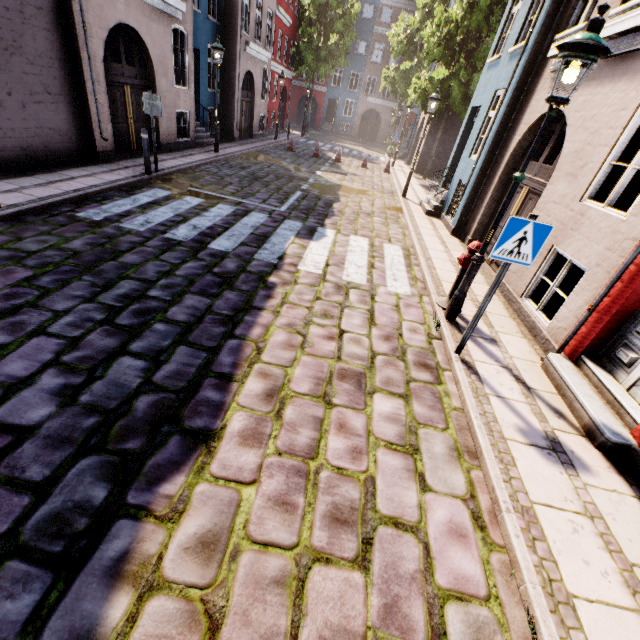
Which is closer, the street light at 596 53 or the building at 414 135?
the street light at 596 53

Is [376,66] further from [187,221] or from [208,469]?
[208,469]

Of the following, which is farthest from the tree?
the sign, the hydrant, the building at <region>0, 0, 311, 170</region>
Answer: the sign

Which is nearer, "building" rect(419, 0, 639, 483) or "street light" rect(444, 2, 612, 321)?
"street light" rect(444, 2, 612, 321)

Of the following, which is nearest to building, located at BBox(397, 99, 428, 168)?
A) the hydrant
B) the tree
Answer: the hydrant

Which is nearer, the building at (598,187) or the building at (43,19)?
the building at (598,187)

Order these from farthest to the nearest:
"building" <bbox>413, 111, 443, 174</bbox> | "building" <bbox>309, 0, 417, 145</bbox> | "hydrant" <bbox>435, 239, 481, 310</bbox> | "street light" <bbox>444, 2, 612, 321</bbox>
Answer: "building" <bbox>309, 0, 417, 145</bbox>, "building" <bbox>413, 111, 443, 174</bbox>, "hydrant" <bbox>435, 239, 481, 310</bbox>, "street light" <bbox>444, 2, 612, 321</bbox>

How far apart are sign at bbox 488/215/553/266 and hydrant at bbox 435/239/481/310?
1.5 meters
